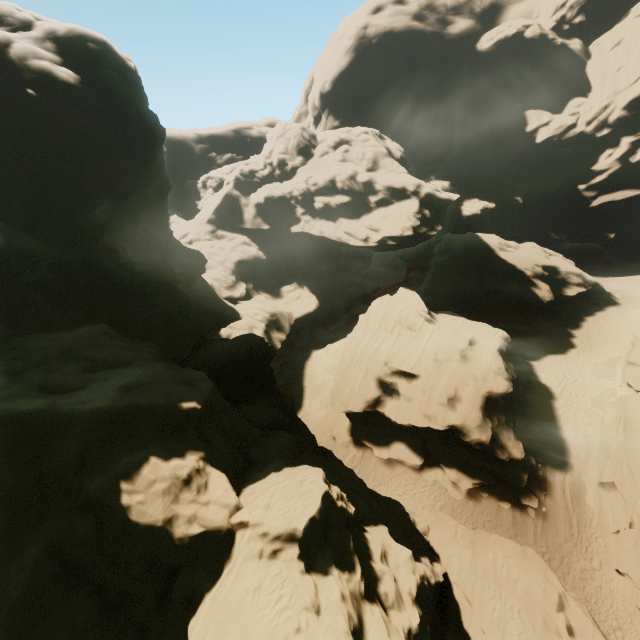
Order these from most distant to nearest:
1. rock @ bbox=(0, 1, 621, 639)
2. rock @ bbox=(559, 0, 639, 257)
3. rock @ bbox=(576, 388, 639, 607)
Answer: rock @ bbox=(559, 0, 639, 257) < rock @ bbox=(576, 388, 639, 607) < rock @ bbox=(0, 1, 621, 639)

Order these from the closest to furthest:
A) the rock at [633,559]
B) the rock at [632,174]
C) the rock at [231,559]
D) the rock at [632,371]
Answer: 1. the rock at [231,559]
2. the rock at [633,559]
3. the rock at [632,371]
4. the rock at [632,174]

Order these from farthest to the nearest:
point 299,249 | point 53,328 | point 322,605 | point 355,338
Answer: point 299,249 → point 355,338 → point 53,328 → point 322,605

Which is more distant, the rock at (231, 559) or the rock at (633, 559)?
the rock at (633, 559)

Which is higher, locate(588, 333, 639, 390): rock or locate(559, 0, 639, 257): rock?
locate(559, 0, 639, 257): rock

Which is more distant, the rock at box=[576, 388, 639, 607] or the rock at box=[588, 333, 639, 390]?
the rock at box=[588, 333, 639, 390]
